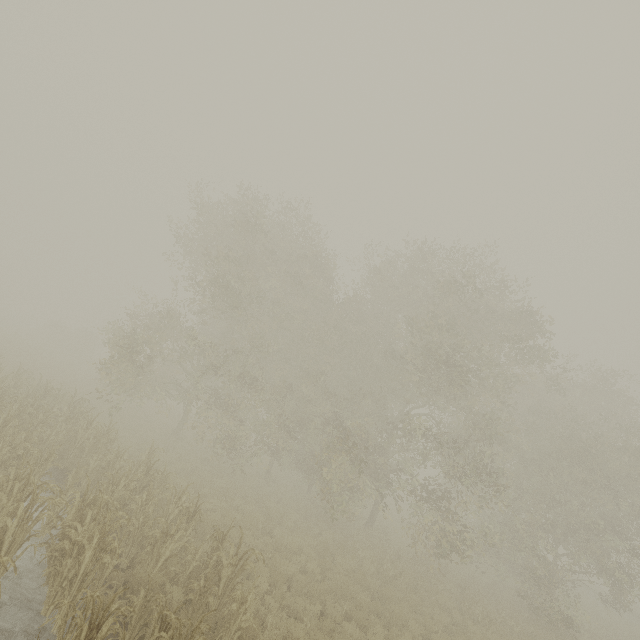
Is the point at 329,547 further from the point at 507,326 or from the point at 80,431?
the point at 507,326
